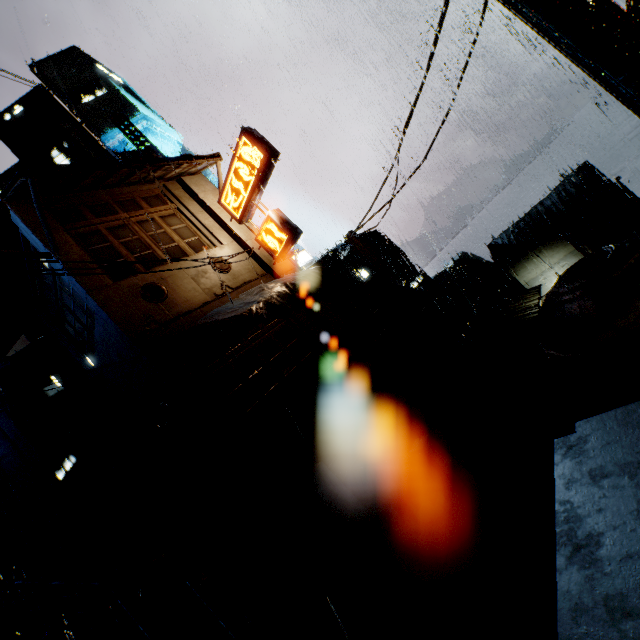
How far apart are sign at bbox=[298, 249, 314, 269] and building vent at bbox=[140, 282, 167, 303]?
14.1m

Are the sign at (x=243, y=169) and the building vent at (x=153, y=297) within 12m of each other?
yes

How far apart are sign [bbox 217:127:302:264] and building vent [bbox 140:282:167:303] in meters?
4.9 m

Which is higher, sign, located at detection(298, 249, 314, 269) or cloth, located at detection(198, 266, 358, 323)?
sign, located at detection(298, 249, 314, 269)

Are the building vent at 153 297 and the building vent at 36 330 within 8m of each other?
no

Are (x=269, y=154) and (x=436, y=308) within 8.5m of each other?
no

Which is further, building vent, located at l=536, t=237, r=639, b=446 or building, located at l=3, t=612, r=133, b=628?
building, located at l=3, t=612, r=133, b=628

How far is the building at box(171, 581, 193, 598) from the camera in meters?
8.0
